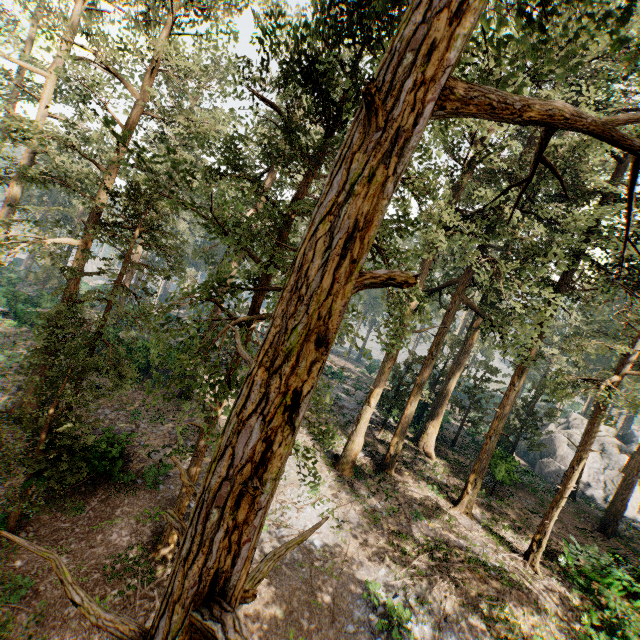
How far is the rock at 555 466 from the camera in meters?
34.7 m

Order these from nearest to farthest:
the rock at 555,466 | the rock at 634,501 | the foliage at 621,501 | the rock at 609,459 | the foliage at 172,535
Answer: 1. the foliage at 172,535
2. the foliage at 621,501
3. the rock at 634,501
4. the rock at 609,459
5. the rock at 555,466

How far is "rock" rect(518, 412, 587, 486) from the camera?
34.7 meters

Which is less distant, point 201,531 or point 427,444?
point 201,531

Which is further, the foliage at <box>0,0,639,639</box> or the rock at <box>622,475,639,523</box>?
the rock at <box>622,475,639,523</box>

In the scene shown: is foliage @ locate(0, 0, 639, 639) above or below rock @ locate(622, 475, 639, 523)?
above

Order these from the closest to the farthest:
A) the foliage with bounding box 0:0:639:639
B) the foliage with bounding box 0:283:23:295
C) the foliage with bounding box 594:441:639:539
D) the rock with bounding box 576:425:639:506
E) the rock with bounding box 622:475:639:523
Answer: the foliage with bounding box 0:0:639:639
the foliage with bounding box 594:441:639:539
the foliage with bounding box 0:283:23:295
the rock with bounding box 622:475:639:523
the rock with bounding box 576:425:639:506
